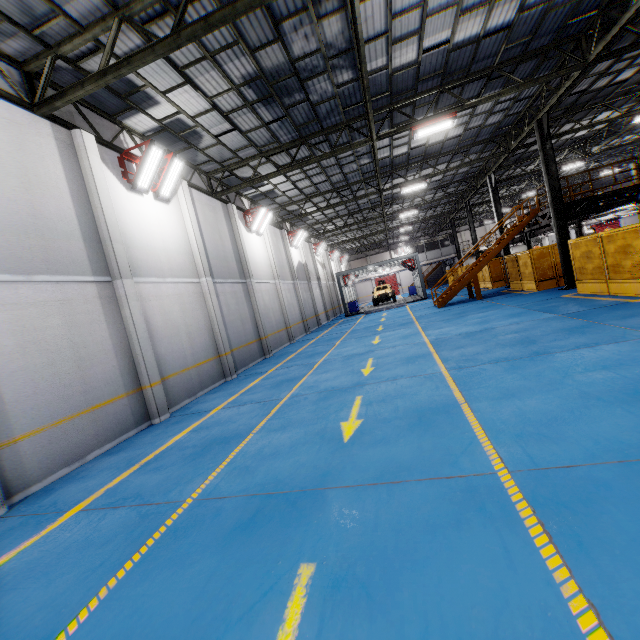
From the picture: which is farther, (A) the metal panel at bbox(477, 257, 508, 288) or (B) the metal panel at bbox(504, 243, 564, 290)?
(A) the metal panel at bbox(477, 257, 508, 288)

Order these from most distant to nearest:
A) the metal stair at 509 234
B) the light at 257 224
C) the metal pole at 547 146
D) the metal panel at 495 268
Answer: the metal panel at 495 268 → the metal stair at 509 234 → the light at 257 224 → the metal pole at 547 146

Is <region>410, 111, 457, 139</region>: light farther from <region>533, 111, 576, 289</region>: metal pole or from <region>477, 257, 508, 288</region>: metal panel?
<region>477, 257, 508, 288</region>: metal panel

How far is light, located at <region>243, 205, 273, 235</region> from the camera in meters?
17.7 m

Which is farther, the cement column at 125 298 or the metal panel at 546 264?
the metal panel at 546 264

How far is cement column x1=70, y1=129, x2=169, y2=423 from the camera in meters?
8.4 m

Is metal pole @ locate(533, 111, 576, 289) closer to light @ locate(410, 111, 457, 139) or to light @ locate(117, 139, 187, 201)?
light @ locate(410, 111, 457, 139)

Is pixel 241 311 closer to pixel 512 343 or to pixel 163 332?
pixel 163 332
